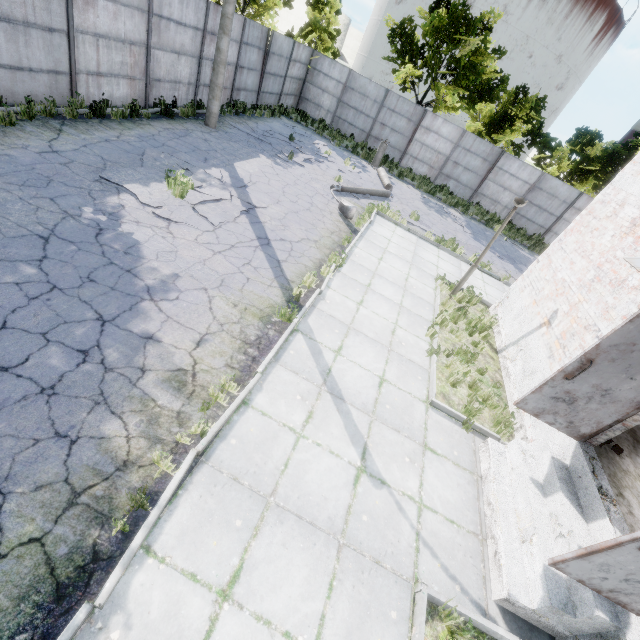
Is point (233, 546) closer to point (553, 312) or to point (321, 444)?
point (321, 444)

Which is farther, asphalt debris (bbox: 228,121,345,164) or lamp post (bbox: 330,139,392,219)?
asphalt debris (bbox: 228,121,345,164)

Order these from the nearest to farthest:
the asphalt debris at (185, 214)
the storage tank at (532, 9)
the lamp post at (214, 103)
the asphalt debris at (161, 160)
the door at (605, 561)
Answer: the door at (605, 561) < the asphalt debris at (185, 214) < the asphalt debris at (161, 160) < the lamp post at (214, 103) < the storage tank at (532, 9)

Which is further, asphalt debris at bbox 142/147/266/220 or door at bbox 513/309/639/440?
asphalt debris at bbox 142/147/266/220

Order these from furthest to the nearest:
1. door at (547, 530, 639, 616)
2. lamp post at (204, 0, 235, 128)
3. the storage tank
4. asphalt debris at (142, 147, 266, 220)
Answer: the storage tank → lamp post at (204, 0, 235, 128) → asphalt debris at (142, 147, 266, 220) → door at (547, 530, 639, 616)

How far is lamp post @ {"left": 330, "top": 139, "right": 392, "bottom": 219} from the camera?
11.35m

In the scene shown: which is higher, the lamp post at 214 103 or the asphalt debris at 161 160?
the lamp post at 214 103

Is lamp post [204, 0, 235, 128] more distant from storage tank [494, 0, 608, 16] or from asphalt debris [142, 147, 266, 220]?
storage tank [494, 0, 608, 16]
